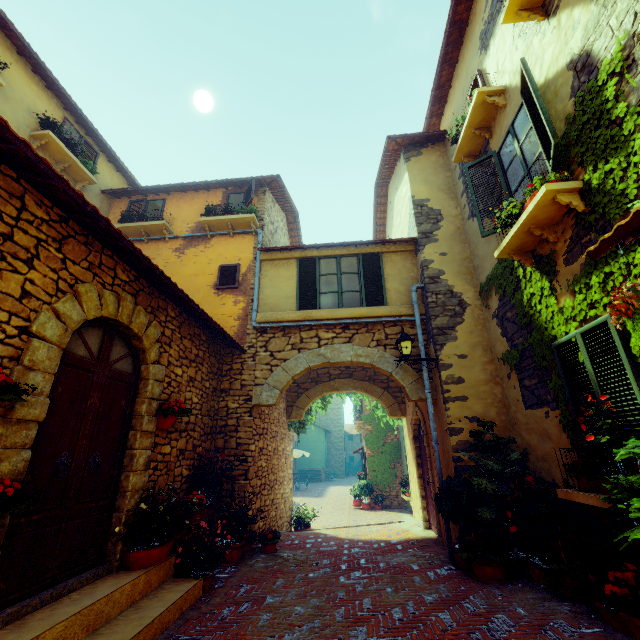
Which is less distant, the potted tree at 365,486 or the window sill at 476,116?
the window sill at 476,116

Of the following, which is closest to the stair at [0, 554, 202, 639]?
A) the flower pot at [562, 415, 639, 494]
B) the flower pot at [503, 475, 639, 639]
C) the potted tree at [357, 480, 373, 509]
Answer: the flower pot at [503, 475, 639, 639]

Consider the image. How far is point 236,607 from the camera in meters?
3.9

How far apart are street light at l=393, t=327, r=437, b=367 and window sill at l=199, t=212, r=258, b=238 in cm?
477

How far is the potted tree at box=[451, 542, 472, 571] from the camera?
5.0m

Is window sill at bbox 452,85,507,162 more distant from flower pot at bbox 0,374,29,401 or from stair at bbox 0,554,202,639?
stair at bbox 0,554,202,639

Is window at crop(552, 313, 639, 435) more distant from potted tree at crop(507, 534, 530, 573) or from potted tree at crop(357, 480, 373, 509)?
potted tree at crop(357, 480, 373, 509)

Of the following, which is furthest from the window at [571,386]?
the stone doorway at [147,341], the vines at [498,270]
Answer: the stone doorway at [147,341]
